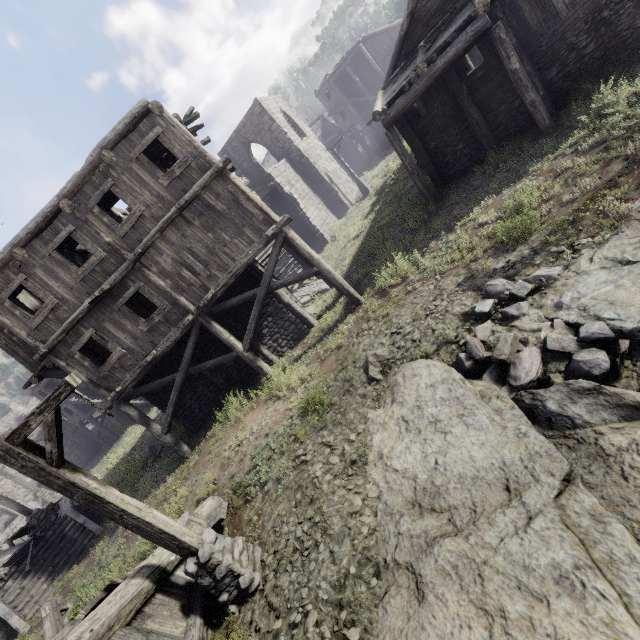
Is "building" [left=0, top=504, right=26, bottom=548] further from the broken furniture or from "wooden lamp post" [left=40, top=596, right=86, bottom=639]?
the broken furniture

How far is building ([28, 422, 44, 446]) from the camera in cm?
3462

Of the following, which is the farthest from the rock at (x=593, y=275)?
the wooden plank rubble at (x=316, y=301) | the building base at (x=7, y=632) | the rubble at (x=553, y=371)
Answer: the building base at (x=7, y=632)

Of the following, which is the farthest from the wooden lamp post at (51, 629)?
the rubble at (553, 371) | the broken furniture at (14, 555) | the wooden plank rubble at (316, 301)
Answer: the wooden plank rubble at (316, 301)

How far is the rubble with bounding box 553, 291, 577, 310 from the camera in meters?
6.1

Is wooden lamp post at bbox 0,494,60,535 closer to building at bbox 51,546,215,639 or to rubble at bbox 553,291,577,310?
building at bbox 51,546,215,639

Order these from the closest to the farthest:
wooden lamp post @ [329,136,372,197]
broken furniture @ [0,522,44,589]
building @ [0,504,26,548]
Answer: broken furniture @ [0,522,44,589] < wooden lamp post @ [329,136,372,197] < building @ [0,504,26,548]

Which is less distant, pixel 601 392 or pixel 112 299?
pixel 601 392
